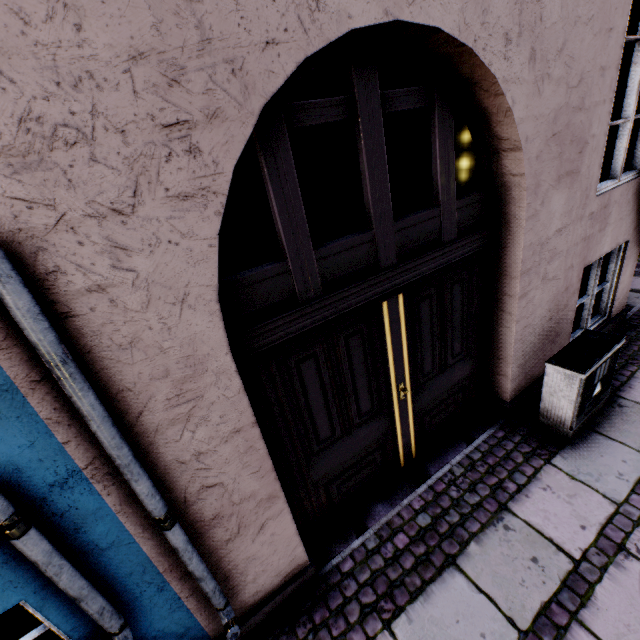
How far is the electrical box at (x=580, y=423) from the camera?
2.85m

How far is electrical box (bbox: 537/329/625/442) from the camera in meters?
2.9 m

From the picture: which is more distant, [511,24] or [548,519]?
[548,519]

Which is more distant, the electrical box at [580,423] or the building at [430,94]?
→ the electrical box at [580,423]

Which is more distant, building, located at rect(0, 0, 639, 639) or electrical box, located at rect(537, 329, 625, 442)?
electrical box, located at rect(537, 329, 625, 442)
